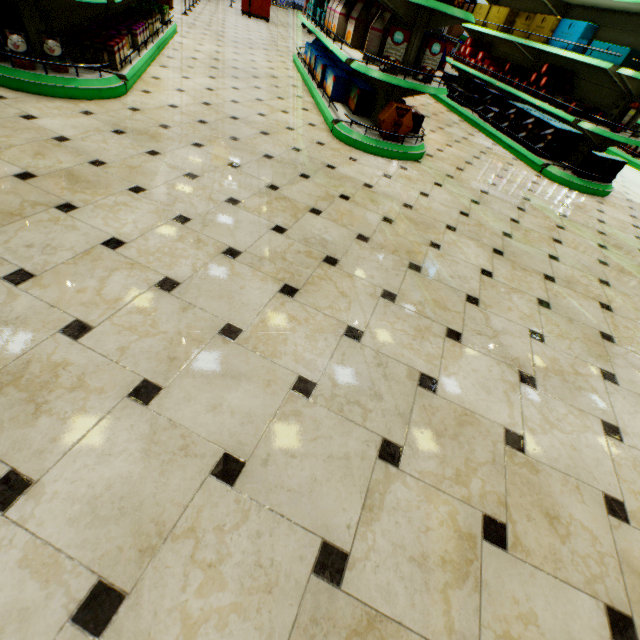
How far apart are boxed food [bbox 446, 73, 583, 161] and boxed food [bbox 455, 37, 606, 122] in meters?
0.2

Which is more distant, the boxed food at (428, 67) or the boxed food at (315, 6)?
the boxed food at (315, 6)

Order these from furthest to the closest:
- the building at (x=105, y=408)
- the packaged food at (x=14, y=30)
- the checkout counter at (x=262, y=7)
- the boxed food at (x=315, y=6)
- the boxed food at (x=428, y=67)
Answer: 1. the checkout counter at (x=262, y=7)
2. the boxed food at (x=315, y=6)
3. the boxed food at (x=428, y=67)
4. the packaged food at (x=14, y=30)
5. the building at (x=105, y=408)

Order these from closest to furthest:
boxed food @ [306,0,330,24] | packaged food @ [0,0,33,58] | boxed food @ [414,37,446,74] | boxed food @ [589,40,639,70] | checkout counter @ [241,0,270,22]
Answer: packaged food @ [0,0,33,58] < boxed food @ [414,37,446,74] < boxed food @ [589,40,639,70] < boxed food @ [306,0,330,24] < checkout counter @ [241,0,270,22]

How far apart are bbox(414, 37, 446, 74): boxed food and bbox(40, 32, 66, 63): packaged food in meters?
3.4 m

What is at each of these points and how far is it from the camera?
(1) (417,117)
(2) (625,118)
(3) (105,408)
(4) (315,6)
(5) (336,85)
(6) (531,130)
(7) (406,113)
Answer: (1) boxed food, 4.1m
(2) shampoo, 4.1m
(3) building, 1.2m
(4) boxed food, 5.6m
(5) boxed food, 4.3m
(6) boxed food, 5.1m
(7) decorative cookie box, 3.6m

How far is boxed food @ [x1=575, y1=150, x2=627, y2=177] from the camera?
4.5 meters

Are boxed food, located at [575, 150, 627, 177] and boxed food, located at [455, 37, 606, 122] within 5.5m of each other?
yes
